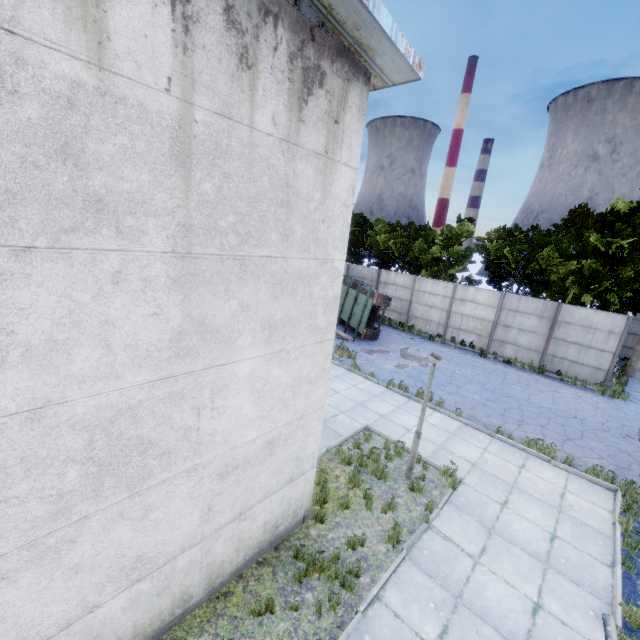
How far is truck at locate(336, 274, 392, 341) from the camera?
17.9 meters

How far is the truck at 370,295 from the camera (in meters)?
17.92

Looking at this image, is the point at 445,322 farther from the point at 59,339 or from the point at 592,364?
the point at 59,339
